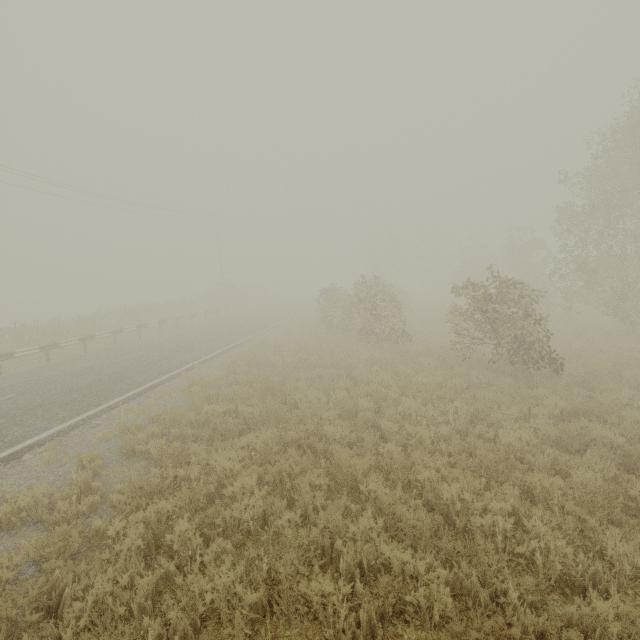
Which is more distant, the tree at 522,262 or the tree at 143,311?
the tree at 143,311

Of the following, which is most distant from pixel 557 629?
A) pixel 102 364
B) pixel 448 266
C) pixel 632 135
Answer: pixel 448 266

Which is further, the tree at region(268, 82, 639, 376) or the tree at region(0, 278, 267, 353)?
the tree at region(0, 278, 267, 353)
